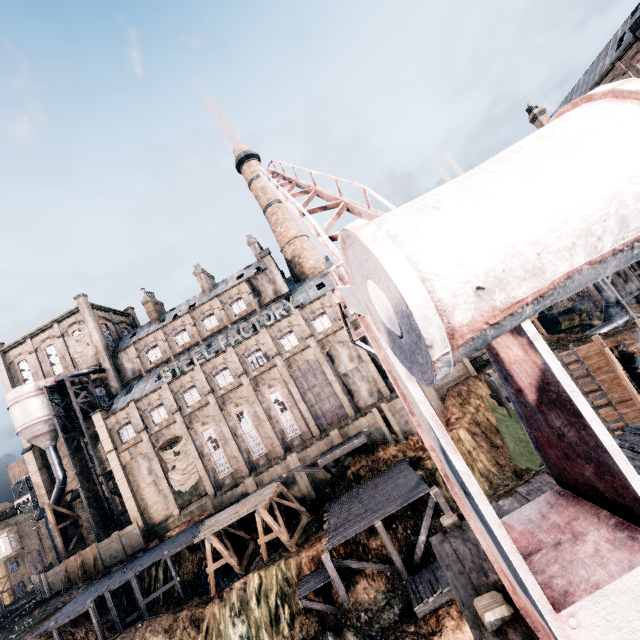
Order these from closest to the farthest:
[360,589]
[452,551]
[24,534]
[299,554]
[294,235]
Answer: [452,551] < [360,589] < [299,554] < [294,235] < [24,534]

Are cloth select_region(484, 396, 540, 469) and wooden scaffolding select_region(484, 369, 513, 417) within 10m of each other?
yes

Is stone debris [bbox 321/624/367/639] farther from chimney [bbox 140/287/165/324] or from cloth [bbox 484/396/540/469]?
chimney [bbox 140/287/165/324]

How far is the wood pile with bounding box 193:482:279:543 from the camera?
26.40m

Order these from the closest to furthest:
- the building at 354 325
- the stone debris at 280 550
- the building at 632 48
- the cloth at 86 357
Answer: the stone debris at 280 550
the building at 632 48
the building at 354 325
the cloth at 86 357

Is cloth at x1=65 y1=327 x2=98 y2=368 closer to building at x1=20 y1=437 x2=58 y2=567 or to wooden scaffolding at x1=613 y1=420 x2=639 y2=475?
building at x1=20 y1=437 x2=58 y2=567

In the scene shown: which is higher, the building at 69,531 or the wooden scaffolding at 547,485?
the building at 69,531

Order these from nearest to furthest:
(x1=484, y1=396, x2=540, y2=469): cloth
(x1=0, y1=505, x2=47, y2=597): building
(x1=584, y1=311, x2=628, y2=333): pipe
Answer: (x1=484, y1=396, x2=540, y2=469): cloth, (x1=584, y1=311, x2=628, y2=333): pipe, (x1=0, y1=505, x2=47, y2=597): building
